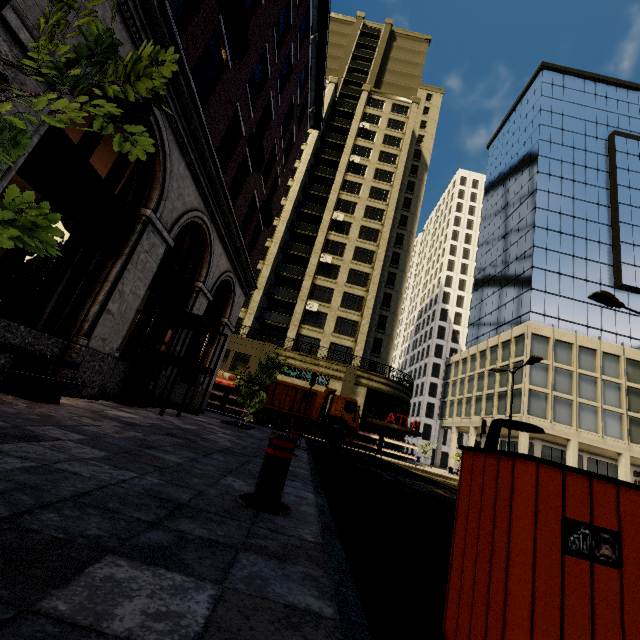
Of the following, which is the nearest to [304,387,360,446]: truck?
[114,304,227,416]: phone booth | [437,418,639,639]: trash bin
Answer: [114,304,227,416]: phone booth

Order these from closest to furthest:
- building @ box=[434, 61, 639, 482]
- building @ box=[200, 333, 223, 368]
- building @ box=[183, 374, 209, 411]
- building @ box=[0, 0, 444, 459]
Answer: building @ box=[0, 0, 444, 459], building @ box=[183, 374, 209, 411], building @ box=[200, 333, 223, 368], building @ box=[434, 61, 639, 482]

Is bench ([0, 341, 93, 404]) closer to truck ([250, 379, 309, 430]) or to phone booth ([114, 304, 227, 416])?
phone booth ([114, 304, 227, 416])

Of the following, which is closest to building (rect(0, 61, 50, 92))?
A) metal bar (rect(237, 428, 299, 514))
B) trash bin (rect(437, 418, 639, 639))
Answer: metal bar (rect(237, 428, 299, 514))

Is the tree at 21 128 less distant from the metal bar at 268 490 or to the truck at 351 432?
the metal bar at 268 490

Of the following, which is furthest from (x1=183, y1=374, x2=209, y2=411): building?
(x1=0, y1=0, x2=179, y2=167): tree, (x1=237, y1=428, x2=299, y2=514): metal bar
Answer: (x1=237, y1=428, x2=299, y2=514): metal bar

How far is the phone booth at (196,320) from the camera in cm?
819

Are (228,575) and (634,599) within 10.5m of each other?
yes
